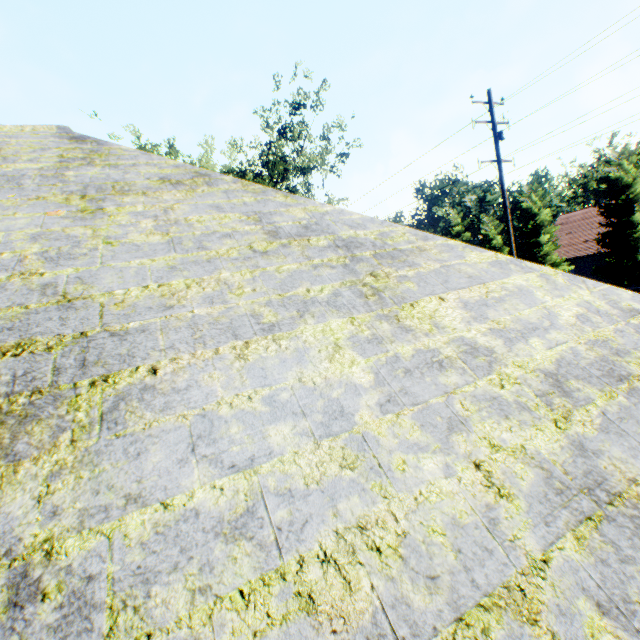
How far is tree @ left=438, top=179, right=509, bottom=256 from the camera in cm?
3291

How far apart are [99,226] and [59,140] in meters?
2.9

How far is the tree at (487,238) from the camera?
32.9m

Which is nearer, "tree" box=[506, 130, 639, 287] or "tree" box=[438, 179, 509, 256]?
"tree" box=[506, 130, 639, 287]

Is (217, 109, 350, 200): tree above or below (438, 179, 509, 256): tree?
above
